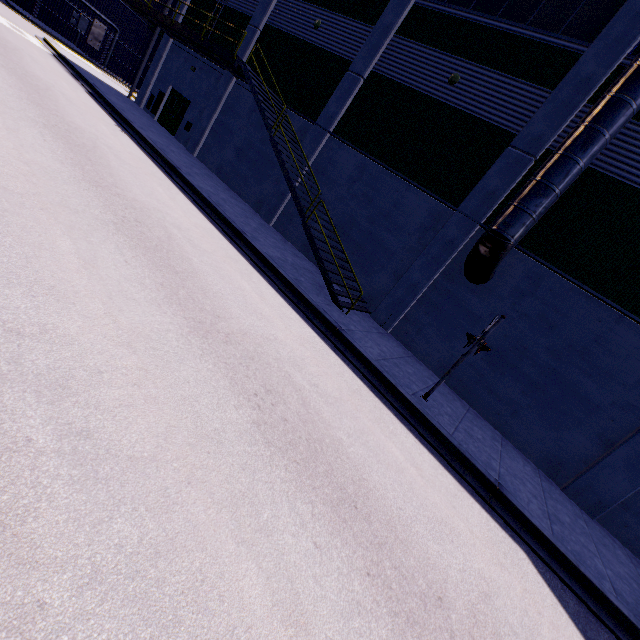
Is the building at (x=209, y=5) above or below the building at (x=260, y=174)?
above

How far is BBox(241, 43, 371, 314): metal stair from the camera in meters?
11.0 m

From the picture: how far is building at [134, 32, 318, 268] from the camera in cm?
1562

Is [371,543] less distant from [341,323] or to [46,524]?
[46,524]

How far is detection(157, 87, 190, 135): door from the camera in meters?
20.6

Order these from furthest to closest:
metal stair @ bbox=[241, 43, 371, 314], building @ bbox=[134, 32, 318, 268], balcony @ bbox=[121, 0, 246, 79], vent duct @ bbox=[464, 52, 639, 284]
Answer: building @ bbox=[134, 32, 318, 268], balcony @ bbox=[121, 0, 246, 79], metal stair @ bbox=[241, 43, 371, 314], vent duct @ bbox=[464, 52, 639, 284]

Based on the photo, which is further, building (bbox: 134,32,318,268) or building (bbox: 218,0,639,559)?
building (bbox: 134,32,318,268)

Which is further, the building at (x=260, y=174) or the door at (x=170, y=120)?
the door at (x=170, y=120)
